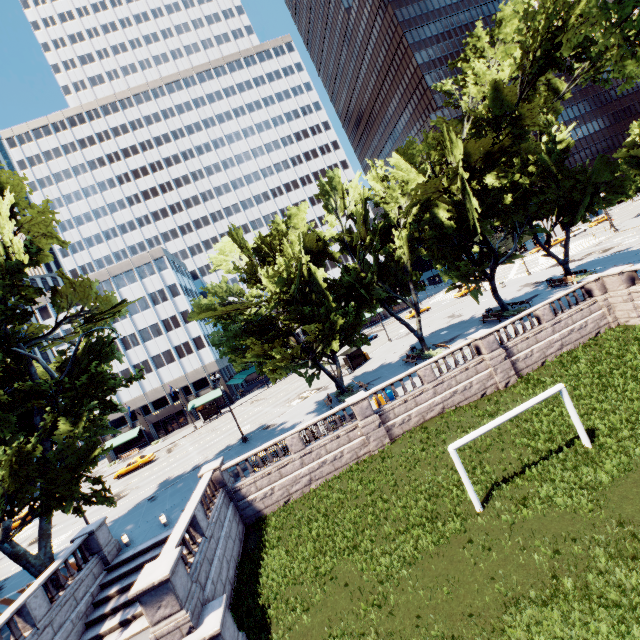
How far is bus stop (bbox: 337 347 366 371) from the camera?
40.4 meters

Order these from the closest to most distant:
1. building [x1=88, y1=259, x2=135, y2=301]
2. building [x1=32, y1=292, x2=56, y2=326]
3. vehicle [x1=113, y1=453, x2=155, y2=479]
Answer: vehicle [x1=113, y1=453, x2=155, y2=479]
building [x1=32, y1=292, x2=56, y2=326]
building [x1=88, y1=259, x2=135, y2=301]

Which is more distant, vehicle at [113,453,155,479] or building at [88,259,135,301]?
building at [88,259,135,301]

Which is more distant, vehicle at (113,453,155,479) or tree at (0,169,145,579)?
vehicle at (113,453,155,479)

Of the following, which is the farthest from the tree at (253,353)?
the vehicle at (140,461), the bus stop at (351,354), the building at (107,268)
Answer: the vehicle at (140,461)

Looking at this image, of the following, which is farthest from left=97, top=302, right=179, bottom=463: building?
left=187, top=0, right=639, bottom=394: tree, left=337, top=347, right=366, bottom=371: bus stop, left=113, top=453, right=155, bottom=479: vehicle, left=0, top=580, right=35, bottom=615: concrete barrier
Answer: left=0, top=580, right=35, bottom=615: concrete barrier

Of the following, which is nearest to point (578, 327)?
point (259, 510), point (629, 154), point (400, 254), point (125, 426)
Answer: point (400, 254)

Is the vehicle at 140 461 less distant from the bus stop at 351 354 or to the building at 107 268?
the building at 107 268
